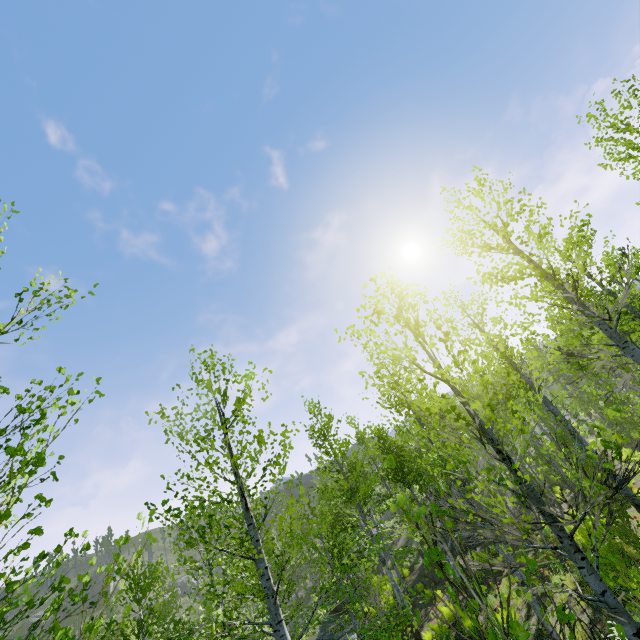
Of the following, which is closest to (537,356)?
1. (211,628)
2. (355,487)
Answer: (355,487)
